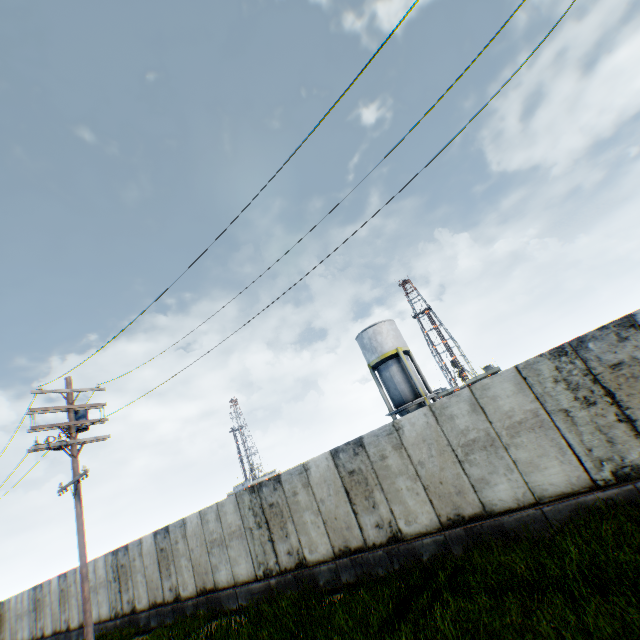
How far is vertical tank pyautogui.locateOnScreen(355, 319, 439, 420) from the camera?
27.1m

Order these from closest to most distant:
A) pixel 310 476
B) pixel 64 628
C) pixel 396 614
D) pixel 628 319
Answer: pixel 396 614, pixel 628 319, pixel 310 476, pixel 64 628

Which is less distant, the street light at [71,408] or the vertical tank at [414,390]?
the street light at [71,408]

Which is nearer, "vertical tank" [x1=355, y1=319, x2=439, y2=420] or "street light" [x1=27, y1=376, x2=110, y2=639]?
"street light" [x1=27, y1=376, x2=110, y2=639]

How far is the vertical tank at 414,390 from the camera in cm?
2709
